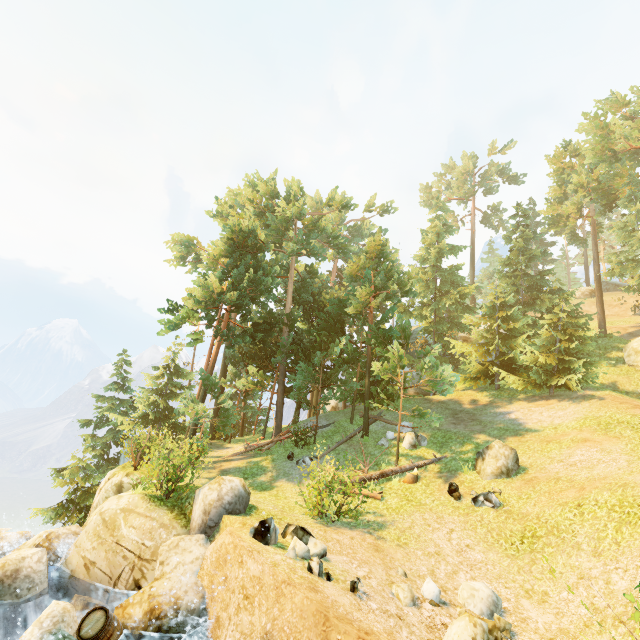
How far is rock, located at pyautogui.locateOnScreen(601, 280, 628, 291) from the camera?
48.7m

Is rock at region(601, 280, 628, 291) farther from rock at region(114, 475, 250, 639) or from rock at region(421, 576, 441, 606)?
rock at region(114, 475, 250, 639)

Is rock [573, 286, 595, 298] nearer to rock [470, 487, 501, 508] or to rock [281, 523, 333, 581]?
rock [470, 487, 501, 508]

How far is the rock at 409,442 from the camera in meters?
18.3 m

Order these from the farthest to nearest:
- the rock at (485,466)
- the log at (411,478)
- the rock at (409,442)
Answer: the rock at (409,442) → the log at (411,478) → the rock at (485,466)

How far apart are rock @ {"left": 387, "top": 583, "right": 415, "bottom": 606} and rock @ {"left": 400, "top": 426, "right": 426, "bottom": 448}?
10.17m

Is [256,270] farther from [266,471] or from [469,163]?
[469,163]

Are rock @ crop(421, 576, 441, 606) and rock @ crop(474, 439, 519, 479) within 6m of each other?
no
